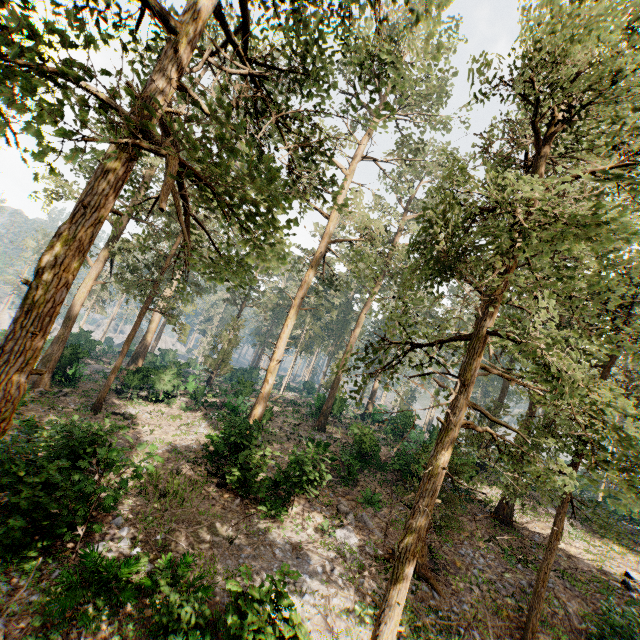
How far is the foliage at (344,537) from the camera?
13.1m

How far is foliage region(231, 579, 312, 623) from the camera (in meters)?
7.03

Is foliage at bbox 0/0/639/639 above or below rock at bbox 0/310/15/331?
above

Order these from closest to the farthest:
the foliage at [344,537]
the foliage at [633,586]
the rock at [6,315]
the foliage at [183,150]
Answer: the foliage at [183,150]
the foliage at [344,537]
the foliage at [633,586]
the rock at [6,315]

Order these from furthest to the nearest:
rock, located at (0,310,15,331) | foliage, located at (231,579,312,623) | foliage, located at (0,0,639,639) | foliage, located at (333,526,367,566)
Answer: rock, located at (0,310,15,331), foliage, located at (333,526,367,566), foliage, located at (231,579,312,623), foliage, located at (0,0,639,639)

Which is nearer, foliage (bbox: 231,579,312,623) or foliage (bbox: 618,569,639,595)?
foliage (bbox: 231,579,312,623)

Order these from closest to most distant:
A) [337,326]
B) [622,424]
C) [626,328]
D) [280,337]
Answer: [626,328] → [280,337] → [622,424] → [337,326]
